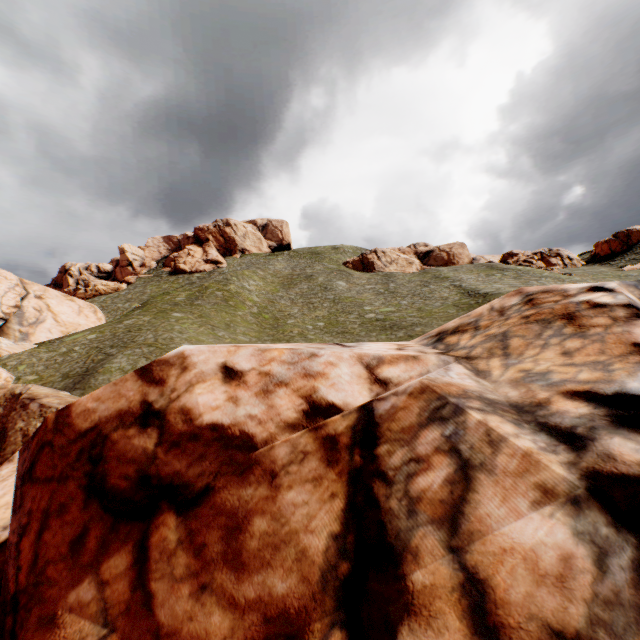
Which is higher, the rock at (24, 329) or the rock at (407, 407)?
the rock at (24, 329)

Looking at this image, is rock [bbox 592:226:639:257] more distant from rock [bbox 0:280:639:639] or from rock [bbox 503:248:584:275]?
rock [bbox 0:280:639:639]

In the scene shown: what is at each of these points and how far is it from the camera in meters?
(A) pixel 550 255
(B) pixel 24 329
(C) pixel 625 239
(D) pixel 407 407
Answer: (A) rock, 57.0 m
(B) rock, 26.4 m
(C) rock, 53.8 m
(D) rock, 3.8 m

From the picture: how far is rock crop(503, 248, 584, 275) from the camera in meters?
50.5

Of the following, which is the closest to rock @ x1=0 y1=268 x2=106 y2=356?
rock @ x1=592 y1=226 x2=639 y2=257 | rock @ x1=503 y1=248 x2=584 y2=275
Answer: rock @ x1=592 y1=226 x2=639 y2=257

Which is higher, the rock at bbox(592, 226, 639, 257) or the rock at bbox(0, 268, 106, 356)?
the rock at bbox(592, 226, 639, 257)

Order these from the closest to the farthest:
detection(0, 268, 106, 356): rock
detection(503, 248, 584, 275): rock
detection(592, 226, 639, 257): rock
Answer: detection(0, 268, 106, 356): rock < detection(503, 248, 584, 275): rock < detection(592, 226, 639, 257): rock

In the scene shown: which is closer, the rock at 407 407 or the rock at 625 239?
the rock at 407 407
